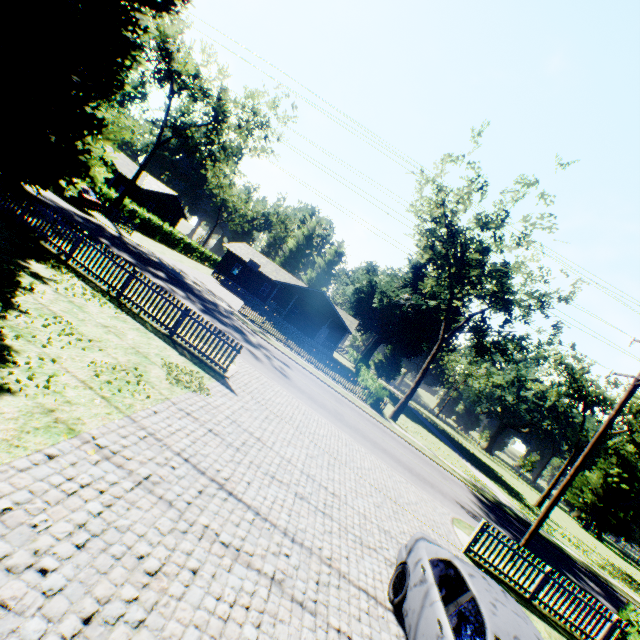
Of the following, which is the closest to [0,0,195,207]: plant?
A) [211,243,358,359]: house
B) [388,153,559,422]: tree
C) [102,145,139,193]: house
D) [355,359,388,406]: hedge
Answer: [388,153,559,422]: tree

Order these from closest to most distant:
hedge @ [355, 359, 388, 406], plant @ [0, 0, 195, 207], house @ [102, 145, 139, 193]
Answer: plant @ [0, 0, 195, 207]
hedge @ [355, 359, 388, 406]
house @ [102, 145, 139, 193]

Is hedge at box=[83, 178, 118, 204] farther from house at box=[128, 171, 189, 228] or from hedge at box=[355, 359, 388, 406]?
hedge at box=[355, 359, 388, 406]

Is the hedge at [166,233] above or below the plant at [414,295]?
below

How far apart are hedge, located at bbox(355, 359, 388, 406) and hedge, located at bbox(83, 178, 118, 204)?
30.6 meters

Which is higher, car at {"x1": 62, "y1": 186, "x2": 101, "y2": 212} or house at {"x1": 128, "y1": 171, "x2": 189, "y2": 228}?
house at {"x1": 128, "y1": 171, "x2": 189, "y2": 228}

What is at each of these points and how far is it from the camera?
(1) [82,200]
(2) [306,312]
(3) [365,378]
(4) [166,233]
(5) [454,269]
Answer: (1) car, 24.53m
(2) house, 43.78m
(3) hedge, 33.91m
(4) hedge, 42.75m
(5) tree, 29.81m

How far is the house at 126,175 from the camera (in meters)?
37.28
